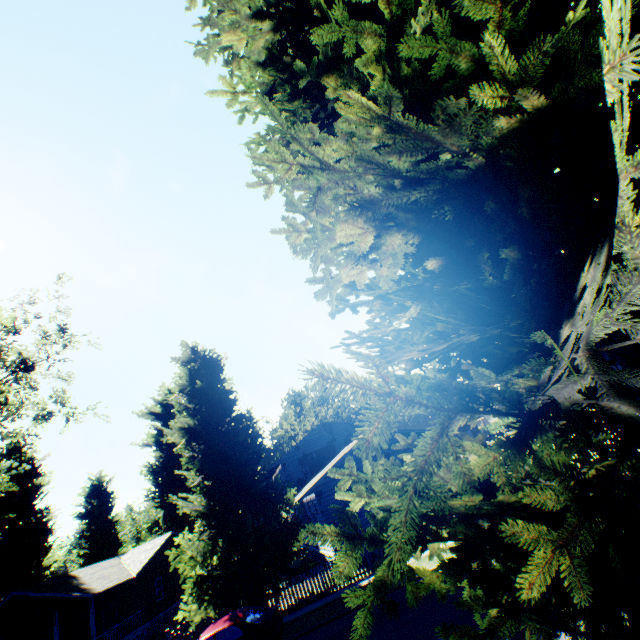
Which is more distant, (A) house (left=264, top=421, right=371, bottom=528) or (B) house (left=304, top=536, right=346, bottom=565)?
(A) house (left=264, top=421, right=371, bottom=528)

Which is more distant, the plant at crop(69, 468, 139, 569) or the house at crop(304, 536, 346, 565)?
the plant at crop(69, 468, 139, 569)

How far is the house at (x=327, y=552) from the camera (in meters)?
19.23

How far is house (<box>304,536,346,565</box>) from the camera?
19.2 meters

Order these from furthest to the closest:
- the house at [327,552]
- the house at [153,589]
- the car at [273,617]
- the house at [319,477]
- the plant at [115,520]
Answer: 1. the plant at [115,520]
2. the house at [153,589]
3. the house at [319,477]
4. the house at [327,552]
5. the car at [273,617]

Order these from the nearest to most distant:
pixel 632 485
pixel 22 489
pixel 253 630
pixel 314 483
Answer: pixel 632 485
pixel 253 630
pixel 314 483
pixel 22 489
